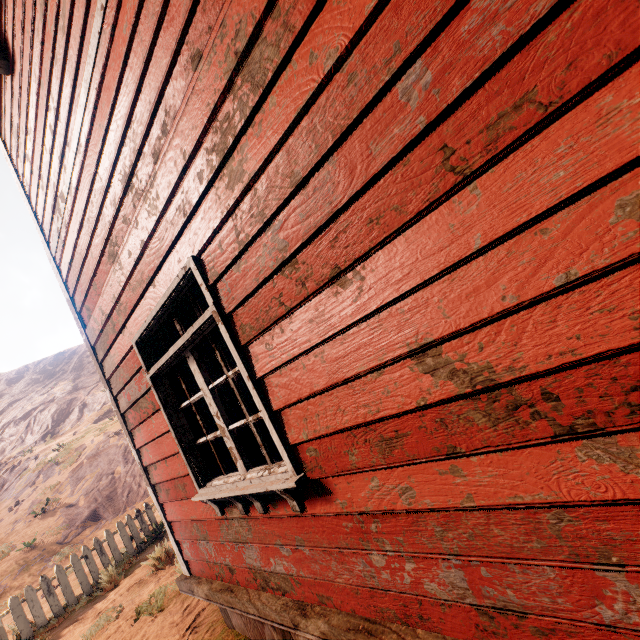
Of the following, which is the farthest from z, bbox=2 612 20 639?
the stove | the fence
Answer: the stove

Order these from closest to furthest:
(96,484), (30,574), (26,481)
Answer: (30,574) < (96,484) < (26,481)

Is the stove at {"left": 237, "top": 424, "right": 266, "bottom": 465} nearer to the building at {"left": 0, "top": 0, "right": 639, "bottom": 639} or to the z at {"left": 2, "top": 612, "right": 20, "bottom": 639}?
the building at {"left": 0, "top": 0, "right": 639, "bottom": 639}

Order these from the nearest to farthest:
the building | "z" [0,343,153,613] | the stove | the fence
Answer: the building, the stove, the fence, "z" [0,343,153,613]

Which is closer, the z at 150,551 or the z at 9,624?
the z at 150,551

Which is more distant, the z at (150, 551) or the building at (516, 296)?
the z at (150, 551)

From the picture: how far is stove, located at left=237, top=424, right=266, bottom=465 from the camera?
3.8m
